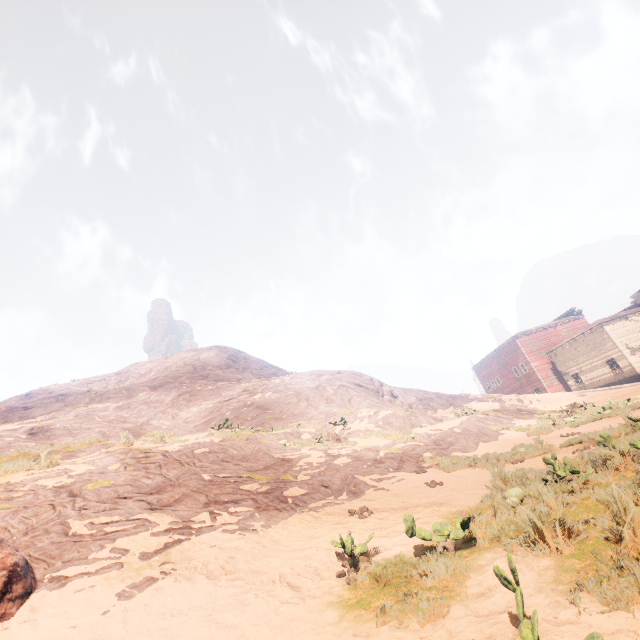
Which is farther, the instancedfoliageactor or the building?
the building

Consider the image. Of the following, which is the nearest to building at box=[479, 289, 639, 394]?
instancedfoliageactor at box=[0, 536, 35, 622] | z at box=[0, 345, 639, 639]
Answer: z at box=[0, 345, 639, 639]

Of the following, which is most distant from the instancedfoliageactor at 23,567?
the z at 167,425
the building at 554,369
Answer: the building at 554,369

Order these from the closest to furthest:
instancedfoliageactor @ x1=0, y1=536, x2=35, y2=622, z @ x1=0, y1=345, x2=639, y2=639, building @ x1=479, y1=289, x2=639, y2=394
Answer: z @ x1=0, y1=345, x2=639, y2=639 < instancedfoliageactor @ x1=0, y1=536, x2=35, y2=622 < building @ x1=479, y1=289, x2=639, y2=394

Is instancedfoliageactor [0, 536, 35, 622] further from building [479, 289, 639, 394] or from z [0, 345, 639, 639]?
building [479, 289, 639, 394]

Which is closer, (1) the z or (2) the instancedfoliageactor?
(1) the z

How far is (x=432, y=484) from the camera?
8.2 meters

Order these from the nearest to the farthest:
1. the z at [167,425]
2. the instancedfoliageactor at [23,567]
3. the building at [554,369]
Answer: the z at [167,425] < the instancedfoliageactor at [23,567] < the building at [554,369]
